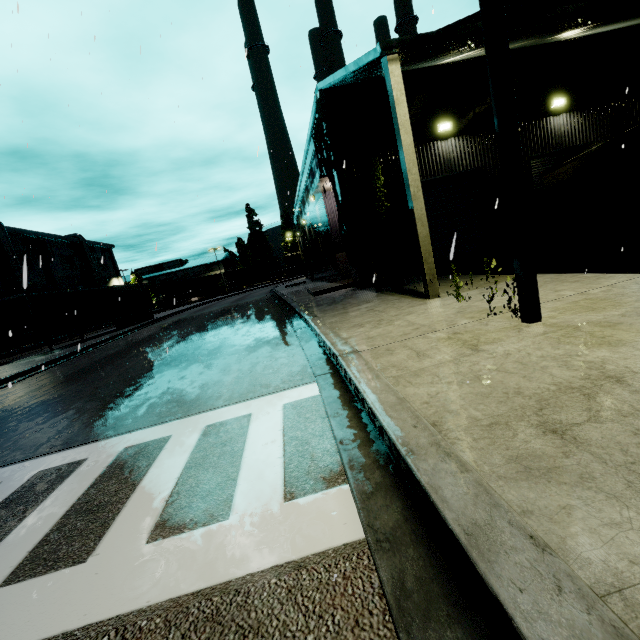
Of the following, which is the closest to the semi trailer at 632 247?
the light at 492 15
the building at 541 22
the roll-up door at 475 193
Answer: the building at 541 22

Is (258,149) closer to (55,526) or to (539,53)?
(55,526)

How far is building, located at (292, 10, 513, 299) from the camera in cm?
702

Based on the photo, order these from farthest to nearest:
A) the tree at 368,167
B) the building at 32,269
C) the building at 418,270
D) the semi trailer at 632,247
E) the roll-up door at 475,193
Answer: the building at 32,269 → the roll-up door at 475,193 → the tree at 368,167 → the semi trailer at 632,247 → the building at 418,270

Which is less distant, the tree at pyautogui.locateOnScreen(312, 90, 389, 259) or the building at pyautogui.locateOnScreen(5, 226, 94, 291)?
the tree at pyautogui.locateOnScreen(312, 90, 389, 259)

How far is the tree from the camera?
12.2 meters

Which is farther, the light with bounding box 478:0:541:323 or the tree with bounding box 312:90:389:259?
the tree with bounding box 312:90:389:259

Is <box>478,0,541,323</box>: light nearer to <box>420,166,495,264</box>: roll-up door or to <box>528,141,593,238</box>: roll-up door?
<box>420,166,495,264</box>: roll-up door
